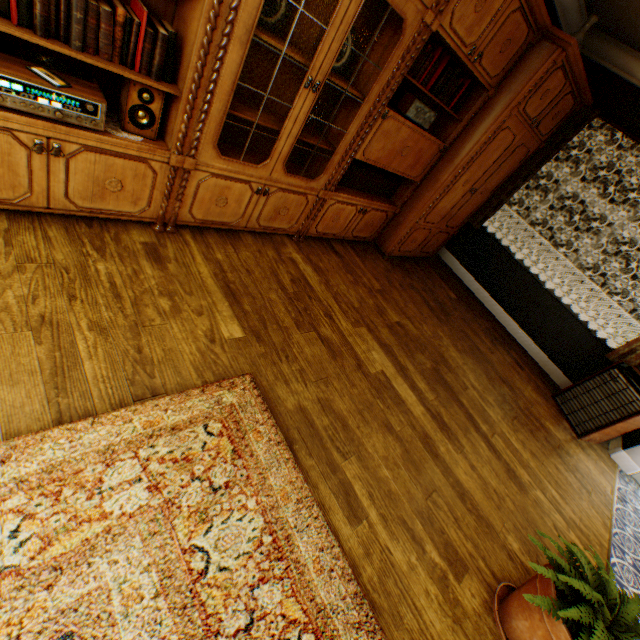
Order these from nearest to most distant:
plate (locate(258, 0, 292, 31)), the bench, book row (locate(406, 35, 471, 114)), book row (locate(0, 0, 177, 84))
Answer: book row (locate(0, 0, 177, 84)) < plate (locate(258, 0, 292, 31)) < book row (locate(406, 35, 471, 114)) < the bench

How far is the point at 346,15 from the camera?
1.9m

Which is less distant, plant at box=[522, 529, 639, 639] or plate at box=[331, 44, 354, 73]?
plant at box=[522, 529, 639, 639]

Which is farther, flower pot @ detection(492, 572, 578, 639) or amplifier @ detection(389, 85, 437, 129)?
amplifier @ detection(389, 85, 437, 129)

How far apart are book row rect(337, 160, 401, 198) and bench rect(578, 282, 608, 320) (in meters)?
9.20

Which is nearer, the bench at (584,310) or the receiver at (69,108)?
the receiver at (69,108)

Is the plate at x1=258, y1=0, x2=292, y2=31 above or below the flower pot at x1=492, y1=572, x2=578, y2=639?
above

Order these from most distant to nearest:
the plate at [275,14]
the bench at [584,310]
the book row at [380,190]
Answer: the bench at [584,310] < the book row at [380,190] < the plate at [275,14]
